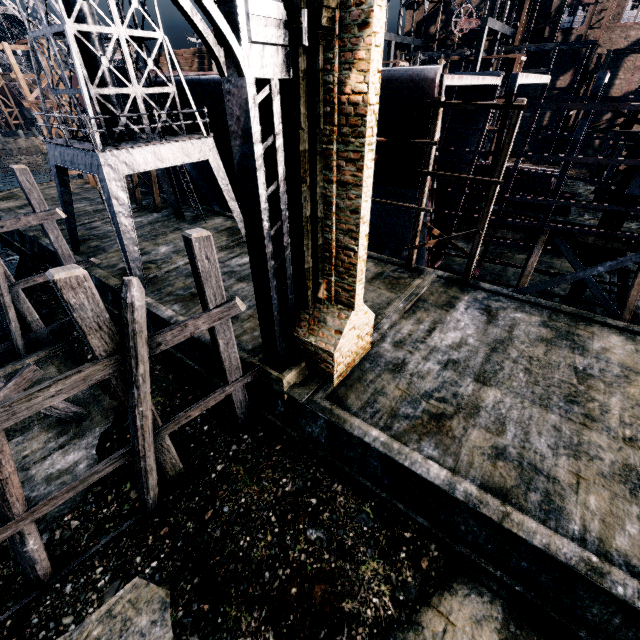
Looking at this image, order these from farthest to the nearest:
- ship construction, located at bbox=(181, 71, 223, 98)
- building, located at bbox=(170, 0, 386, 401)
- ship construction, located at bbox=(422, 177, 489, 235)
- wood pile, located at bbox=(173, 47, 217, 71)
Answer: wood pile, located at bbox=(173, 47, 217, 71) < ship construction, located at bbox=(181, 71, 223, 98) < ship construction, located at bbox=(422, 177, 489, 235) < building, located at bbox=(170, 0, 386, 401)

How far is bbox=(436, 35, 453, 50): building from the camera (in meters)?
47.16

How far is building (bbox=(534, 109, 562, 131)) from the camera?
43.8 meters

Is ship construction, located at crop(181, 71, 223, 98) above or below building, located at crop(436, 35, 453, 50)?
below

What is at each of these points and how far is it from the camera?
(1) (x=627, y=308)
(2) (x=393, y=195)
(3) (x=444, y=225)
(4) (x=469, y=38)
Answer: (1) wooden support structure, 13.2 meters
(2) ship construction, 17.0 meters
(3) ship construction, 22.4 meters
(4) building, 47.4 meters

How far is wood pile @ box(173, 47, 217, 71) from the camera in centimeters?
2855cm

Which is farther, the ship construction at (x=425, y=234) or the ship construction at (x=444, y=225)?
the ship construction at (x=425, y=234)

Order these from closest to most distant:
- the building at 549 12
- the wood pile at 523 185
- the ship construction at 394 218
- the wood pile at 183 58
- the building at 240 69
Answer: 1. the building at 240 69
2. the ship construction at 394 218
3. the wood pile at 523 185
4. the wood pile at 183 58
5. the building at 549 12
